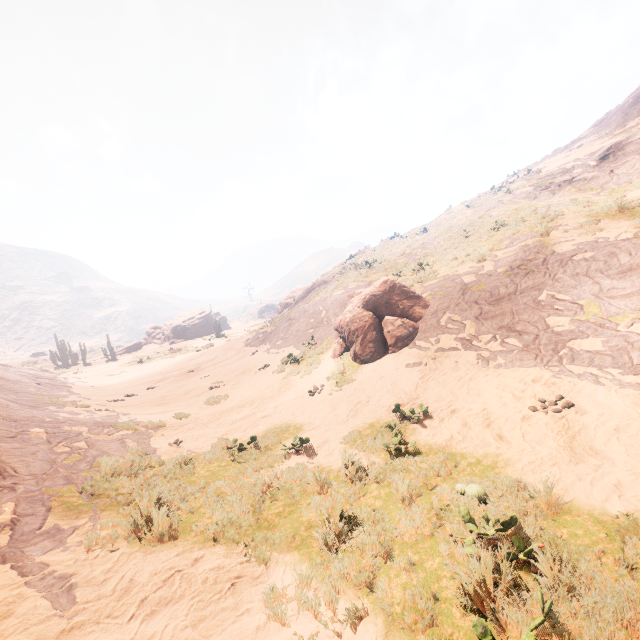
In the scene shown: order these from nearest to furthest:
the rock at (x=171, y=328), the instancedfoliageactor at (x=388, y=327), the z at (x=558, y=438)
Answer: the z at (x=558, y=438) < the instancedfoliageactor at (x=388, y=327) < the rock at (x=171, y=328)

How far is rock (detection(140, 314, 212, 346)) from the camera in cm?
5557

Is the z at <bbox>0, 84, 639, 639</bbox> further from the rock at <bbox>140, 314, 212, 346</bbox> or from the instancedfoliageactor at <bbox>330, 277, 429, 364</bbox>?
the rock at <bbox>140, 314, 212, 346</bbox>

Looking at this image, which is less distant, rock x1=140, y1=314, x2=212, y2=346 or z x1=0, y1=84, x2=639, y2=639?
z x1=0, y1=84, x2=639, y2=639

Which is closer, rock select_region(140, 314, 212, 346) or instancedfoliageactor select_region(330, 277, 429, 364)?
instancedfoliageactor select_region(330, 277, 429, 364)

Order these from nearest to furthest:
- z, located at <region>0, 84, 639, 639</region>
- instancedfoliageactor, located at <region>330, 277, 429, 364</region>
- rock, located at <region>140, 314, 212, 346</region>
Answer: z, located at <region>0, 84, 639, 639</region>
instancedfoliageactor, located at <region>330, 277, 429, 364</region>
rock, located at <region>140, 314, 212, 346</region>

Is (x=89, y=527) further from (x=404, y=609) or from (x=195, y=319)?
(x=195, y=319)

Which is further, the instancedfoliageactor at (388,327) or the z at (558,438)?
the instancedfoliageactor at (388,327)
